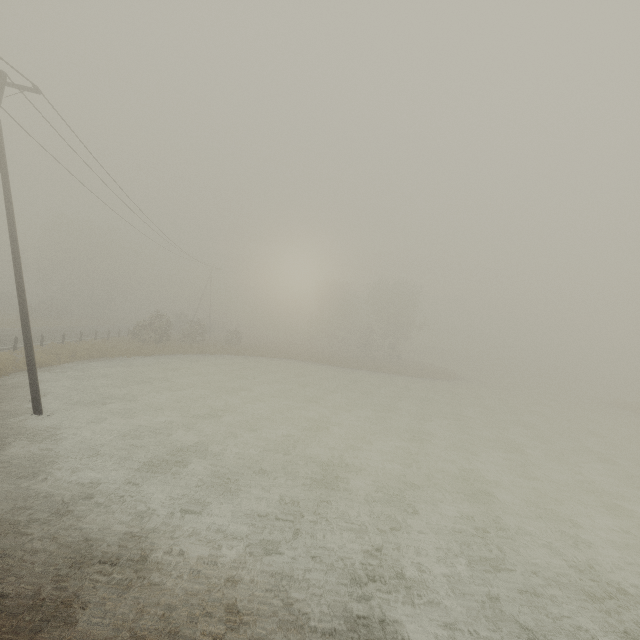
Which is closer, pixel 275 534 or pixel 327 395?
pixel 275 534

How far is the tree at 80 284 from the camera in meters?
49.6 m

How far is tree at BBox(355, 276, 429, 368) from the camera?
50.80m

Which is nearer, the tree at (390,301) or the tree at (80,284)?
the tree at (80,284)

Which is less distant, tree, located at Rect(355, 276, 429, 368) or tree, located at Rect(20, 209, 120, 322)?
tree, located at Rect(20, 209, 120, 322)

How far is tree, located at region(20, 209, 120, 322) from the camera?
49.6m
